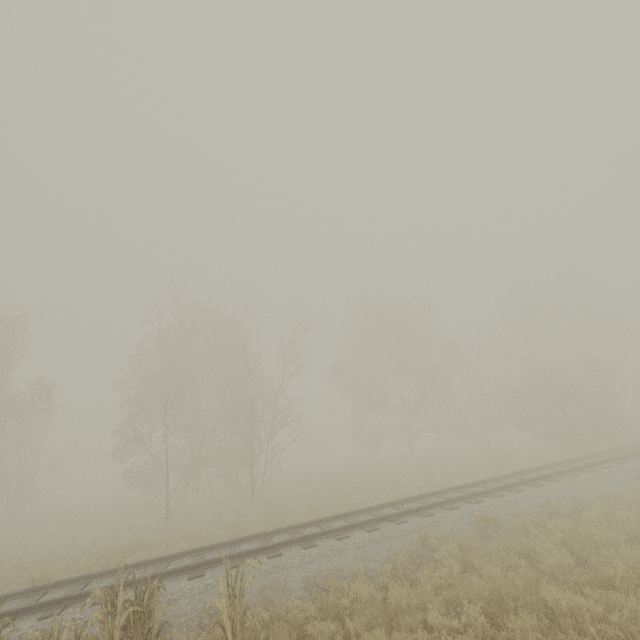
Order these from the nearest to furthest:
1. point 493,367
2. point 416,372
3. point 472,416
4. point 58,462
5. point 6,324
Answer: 1. point 6,324
2. point 472,416
3. point 58,462
4. point 416,372
5. point 493,367

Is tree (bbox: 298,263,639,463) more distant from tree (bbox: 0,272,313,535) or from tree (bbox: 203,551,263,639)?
tree (bbox: 203,551,263,639)

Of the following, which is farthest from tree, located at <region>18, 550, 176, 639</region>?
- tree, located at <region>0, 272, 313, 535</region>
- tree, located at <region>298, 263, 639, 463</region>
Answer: tree, located at <region>298, 263, 639, 463</region>

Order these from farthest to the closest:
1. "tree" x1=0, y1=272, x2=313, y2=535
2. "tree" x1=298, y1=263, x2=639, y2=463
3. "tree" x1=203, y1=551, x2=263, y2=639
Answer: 1. "tree" x1=298, y1=263, x2=639, y2=463
2. "tree" x1=0, y1=272, x2=313, y2=535
3. "tree" x1=203, y1=551, x2=263, y2=639

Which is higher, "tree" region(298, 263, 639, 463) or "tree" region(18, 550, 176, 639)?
"tree" region(298, 263, 639, 463)

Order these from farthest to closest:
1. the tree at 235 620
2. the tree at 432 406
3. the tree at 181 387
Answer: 1. the tree at 432 406
2. the tree at 181 387
3. the tree at 235 620

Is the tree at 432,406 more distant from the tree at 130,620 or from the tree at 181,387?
the tree at 130,620
